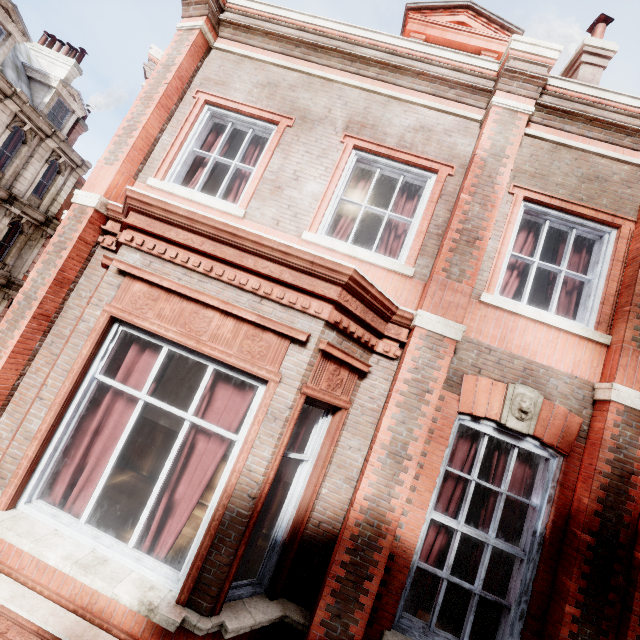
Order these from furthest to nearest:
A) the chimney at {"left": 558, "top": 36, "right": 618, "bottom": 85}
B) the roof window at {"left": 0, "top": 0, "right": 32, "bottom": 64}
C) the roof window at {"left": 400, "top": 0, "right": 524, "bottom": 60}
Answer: the roof window at {"left": 0, "top": 0, "right": 32, "bottom": 64}, the chimney at {"left": 558, "top": 36, "right": 618, "bottom": 85}, the roof window at {"left": 400, "top": 0, "right": 524, "bottom": 60}

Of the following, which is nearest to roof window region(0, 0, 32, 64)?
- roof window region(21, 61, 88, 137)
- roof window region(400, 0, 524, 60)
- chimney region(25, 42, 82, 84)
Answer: roof window region(21, 61, 88, 137)

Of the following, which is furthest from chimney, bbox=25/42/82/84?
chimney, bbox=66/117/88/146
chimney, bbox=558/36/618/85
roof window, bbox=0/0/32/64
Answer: chimney, bbox=558/36/618/85

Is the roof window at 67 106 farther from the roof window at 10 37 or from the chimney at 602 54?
the chimney at 602 54

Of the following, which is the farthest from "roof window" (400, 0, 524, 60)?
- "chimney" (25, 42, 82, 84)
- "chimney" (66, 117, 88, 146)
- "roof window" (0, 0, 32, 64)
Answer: "chimney" (25, 42, 82, 84)

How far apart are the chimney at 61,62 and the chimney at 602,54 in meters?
25.7 m

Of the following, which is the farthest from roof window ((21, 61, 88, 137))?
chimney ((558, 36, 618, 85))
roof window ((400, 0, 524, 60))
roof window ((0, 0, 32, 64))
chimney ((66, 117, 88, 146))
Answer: chimney ((558, 36, 618, 85))

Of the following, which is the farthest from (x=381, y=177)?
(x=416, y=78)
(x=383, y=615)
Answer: (x=383, y=615)
